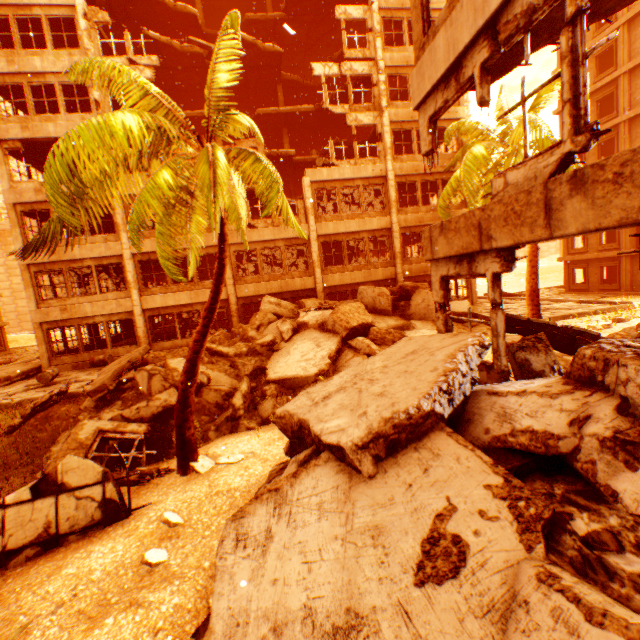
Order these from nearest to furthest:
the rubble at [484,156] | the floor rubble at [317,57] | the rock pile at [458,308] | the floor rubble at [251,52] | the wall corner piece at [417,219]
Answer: the rubble at [484,156] < the rock pile at [458,308] < the wall corner piece at [417,219] < the floor rubble at [251,52] < the floor rubble at [317,57]

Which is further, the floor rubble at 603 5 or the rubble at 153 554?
the floor rubble at 603 5

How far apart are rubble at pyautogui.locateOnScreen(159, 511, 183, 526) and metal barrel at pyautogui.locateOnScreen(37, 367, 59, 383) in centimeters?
1298cm

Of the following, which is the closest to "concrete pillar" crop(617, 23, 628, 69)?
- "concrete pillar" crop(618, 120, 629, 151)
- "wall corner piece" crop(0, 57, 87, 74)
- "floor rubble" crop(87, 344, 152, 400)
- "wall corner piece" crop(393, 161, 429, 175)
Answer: "concrete pillar" crop(618, 120, 629, 151)

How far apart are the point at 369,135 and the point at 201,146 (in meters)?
17.24

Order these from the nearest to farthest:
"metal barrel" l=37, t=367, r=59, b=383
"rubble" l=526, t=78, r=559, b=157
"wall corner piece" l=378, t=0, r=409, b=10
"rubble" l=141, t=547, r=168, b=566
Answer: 1. "rubble" l=141, t=547, r=168, b=566
2. "rubble" l=526, t=78, r=559, b=157
3. "metal barrel" l=37, t=367, r=59, b=383
4. "wall corner piece" l=378, t=0, r=409, b=10

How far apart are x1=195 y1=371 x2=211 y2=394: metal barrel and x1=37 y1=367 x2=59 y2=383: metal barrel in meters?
8.1

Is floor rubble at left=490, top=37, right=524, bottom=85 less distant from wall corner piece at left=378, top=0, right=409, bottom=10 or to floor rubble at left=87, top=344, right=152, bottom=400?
floor rubble at left=87, top=344, right=152, bottom=400
